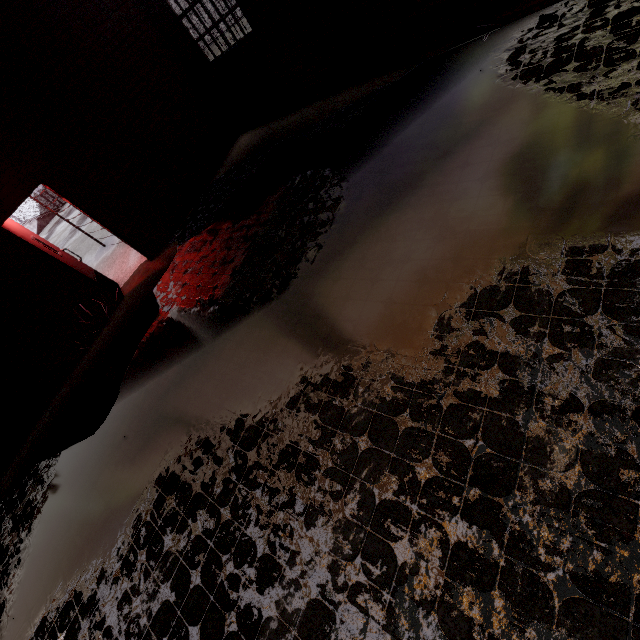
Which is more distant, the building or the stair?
the stair

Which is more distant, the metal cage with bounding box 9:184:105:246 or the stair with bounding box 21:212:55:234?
the stair with bounding box 21:212:55:234

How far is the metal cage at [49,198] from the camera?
8.67m

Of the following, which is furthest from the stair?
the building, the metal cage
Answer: the building

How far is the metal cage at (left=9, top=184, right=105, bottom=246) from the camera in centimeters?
867cm

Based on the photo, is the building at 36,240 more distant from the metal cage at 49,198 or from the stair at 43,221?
the stair at 43,221

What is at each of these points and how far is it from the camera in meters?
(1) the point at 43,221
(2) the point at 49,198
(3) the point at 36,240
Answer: (1) stair, 21.6 m
(2) metal cage, 21.7 m
(3) building, 5.8 m

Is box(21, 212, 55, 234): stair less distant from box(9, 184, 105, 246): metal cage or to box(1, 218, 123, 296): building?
box(9, 184, 105, 246): metal cage
